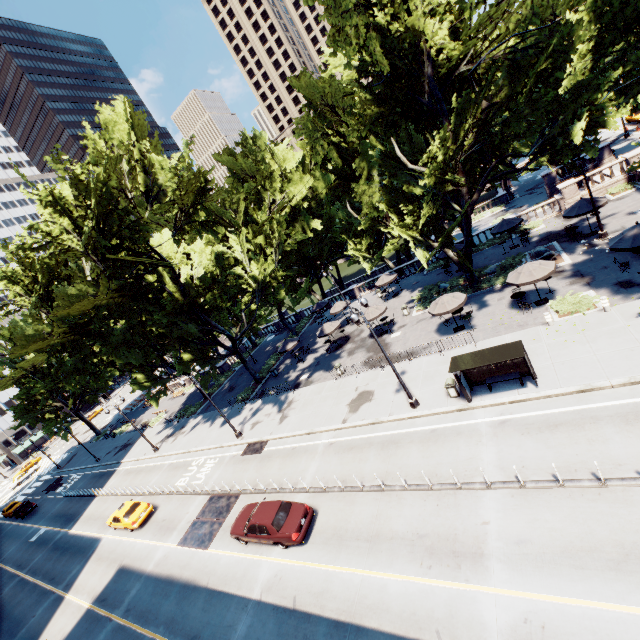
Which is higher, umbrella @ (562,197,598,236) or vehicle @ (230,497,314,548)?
umbrella @ (562,197,598,236)

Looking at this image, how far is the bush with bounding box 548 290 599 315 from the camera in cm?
1806

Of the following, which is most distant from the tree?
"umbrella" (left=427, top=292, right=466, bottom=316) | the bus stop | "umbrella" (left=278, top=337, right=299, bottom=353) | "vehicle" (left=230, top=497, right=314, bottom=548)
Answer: "vehicle" (left=230, top=497, right=314, bottom=548)

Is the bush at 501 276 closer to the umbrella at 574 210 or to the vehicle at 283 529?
the umbrella at 574 210

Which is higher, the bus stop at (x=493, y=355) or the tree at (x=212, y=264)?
the tree at (x=212, y=264)

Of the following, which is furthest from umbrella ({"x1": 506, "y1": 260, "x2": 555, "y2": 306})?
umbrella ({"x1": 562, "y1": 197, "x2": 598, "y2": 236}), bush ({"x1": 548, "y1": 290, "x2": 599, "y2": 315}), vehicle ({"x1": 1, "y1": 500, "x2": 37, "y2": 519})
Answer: vehicle ({"x1": 1, "y1": 500, "x2": 37, "y2": 519})

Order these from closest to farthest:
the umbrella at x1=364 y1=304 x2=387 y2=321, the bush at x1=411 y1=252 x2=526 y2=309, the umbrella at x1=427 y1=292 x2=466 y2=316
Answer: the umbrella at x1=427 y1=292 x2=466 y2=316 → the bush at x1=411 y1=252 x2=526 y2=309 → the umbrella at x1=364 y1=304 x2=387 y2=321

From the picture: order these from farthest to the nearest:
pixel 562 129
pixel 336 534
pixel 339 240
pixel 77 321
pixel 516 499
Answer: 1. pixel 339 240
2. pixel 77 321
3. pixel 562 129
4. pixel 336 534
5. pixel 516 499
